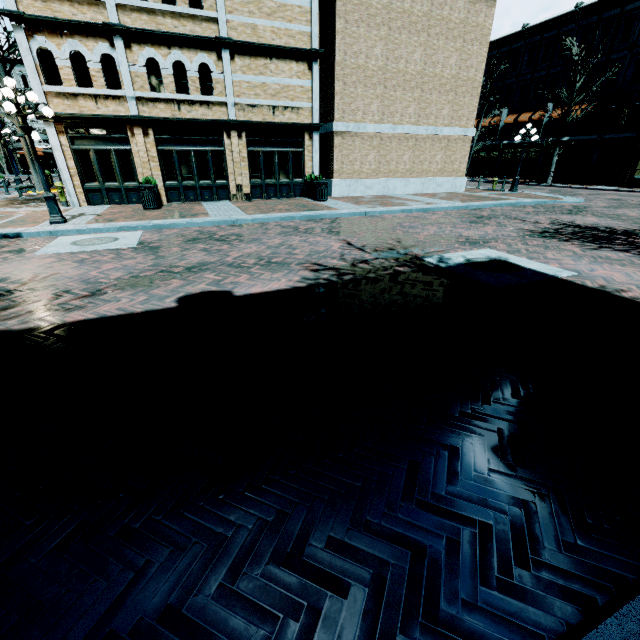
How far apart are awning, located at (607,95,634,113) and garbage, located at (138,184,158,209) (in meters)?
34.74

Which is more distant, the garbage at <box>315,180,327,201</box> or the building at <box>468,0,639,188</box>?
the building at <box>468,0,639,188</box>

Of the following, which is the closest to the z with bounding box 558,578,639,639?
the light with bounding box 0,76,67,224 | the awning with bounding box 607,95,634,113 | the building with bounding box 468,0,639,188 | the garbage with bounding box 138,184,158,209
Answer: the light with bounding box 0,76,67,224

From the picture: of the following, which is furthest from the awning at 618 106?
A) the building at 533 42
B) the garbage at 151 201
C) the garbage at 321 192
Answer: the garbage at 151 201

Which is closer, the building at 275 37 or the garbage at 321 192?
the building at 275 37

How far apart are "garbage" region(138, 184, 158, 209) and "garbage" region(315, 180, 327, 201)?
6.8 meters

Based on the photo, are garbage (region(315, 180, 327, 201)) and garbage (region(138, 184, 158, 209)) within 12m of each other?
yes

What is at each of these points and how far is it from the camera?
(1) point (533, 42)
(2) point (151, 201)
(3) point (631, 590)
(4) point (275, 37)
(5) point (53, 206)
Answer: (1) building, 31.22m
(2) garbage, 12.68m
(3) z, 1.62m
(4) building, 13.81m
(5) light, 9.70m
